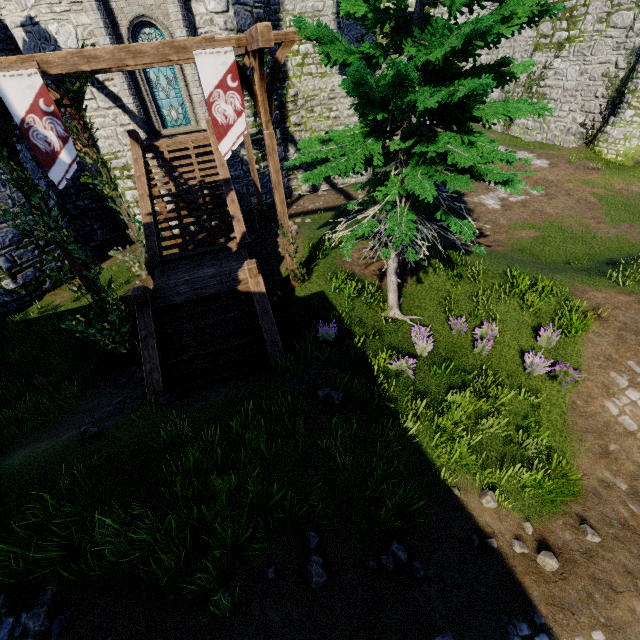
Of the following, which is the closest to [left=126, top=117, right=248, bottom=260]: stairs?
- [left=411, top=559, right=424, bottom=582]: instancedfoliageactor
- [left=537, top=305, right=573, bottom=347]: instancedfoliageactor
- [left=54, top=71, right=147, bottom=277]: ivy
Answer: [left=54, top=71, right=147, bottom=277]: ivy

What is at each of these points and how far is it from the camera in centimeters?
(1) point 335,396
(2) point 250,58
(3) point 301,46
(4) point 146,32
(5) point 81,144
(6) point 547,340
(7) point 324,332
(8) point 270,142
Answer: (1) instancedfoliageactor, 684cm
(2) wooden support, 731cm
(3) building tower, 1764cm
(4) window glass, 1330cm
(5) ivy, 1173cm
(6) instancedfoliageactor, 845cm
(7) instancedfoliageactor, 860cm
(8) wooden post, 824cm

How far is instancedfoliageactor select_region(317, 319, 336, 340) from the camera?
8.6m

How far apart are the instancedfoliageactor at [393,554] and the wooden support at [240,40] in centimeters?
920cm

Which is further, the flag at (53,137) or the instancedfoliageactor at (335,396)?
the instancedfoliageactor at (335,396)

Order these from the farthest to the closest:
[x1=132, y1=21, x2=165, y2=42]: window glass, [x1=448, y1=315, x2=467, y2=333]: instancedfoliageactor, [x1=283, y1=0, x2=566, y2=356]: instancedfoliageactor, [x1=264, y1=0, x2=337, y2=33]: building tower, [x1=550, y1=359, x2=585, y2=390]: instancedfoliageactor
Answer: [x1=264, y1=0, x2=337, y2=33]: building tower → [x1=132, y1=21, x2=165, y2=42]: window glass → [x1=448, y1=315, x2=467, y2=333]: instancedfoliageactor → [x1=550, y1=359, x2=585, y2=390]: instancedfoliageactor → [x1=283, y1=0, x2=566, y2=356]: instancedfoliageactor

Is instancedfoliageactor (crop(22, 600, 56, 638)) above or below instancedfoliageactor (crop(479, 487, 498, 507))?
above

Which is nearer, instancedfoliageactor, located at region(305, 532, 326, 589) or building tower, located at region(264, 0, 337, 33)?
instancedfoliageactor, located at region(305, 532, 326, 589)
